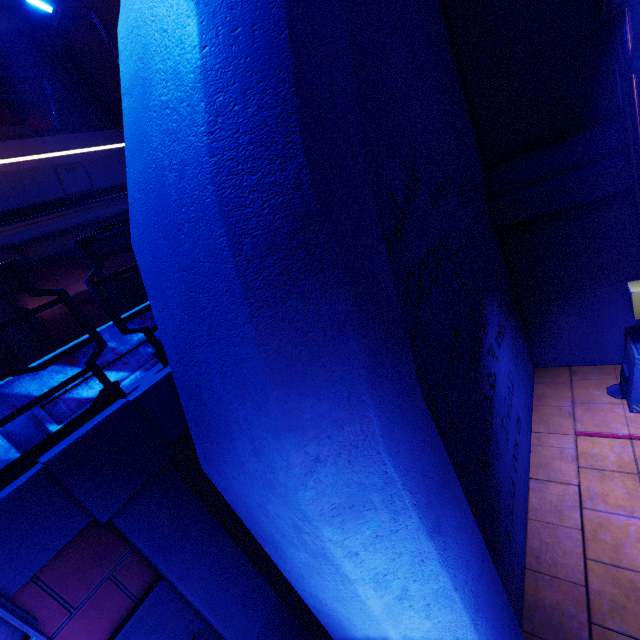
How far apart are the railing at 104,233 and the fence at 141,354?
0.52m

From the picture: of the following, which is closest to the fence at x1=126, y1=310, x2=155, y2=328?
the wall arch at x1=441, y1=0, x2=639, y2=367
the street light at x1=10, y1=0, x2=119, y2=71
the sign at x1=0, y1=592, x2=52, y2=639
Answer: the sign at x1=0, y1=592, x2=52, y2=639

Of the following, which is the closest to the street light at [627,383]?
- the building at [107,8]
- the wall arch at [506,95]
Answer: the wall arch at [506,95]

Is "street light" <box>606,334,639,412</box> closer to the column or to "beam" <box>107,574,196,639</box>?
the column

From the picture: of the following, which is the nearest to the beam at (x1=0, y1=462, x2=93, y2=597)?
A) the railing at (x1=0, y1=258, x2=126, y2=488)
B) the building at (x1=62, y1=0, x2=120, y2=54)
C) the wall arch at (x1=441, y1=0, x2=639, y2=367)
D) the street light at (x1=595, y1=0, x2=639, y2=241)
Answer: the railing at (x1=0, y1=258, x2=126, y2=488)

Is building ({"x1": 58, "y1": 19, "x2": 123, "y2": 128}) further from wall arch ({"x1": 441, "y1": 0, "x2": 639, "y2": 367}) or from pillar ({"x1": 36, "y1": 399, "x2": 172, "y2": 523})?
pillar ({"x1": 36, "y1": 399, "x2": 172, "y2": 523})

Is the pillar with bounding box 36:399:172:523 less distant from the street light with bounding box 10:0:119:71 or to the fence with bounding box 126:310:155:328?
the fence with bounding box 126:310:155:328

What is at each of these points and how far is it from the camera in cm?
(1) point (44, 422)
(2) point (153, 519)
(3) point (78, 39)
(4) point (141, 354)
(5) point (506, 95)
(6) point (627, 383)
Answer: (1) fence, 271
(2) column, 246
(3) building, 752
(4) fence, 341
(5) wall arch, 552
(6) street light, 558
